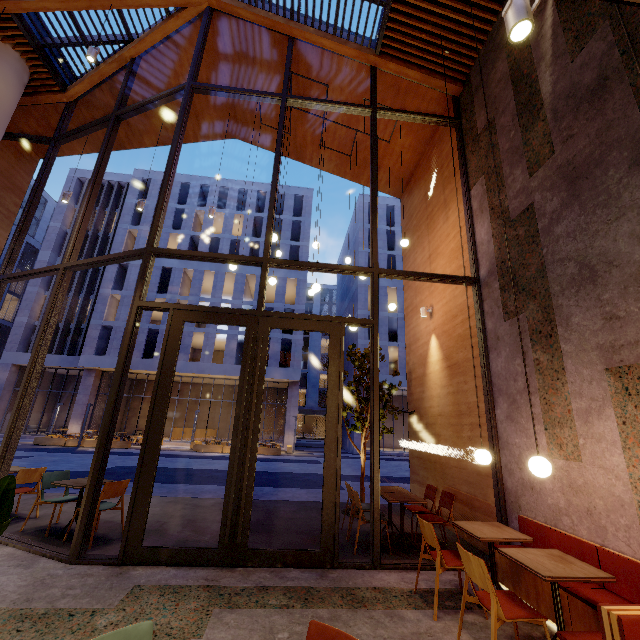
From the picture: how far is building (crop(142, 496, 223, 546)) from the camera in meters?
5.1 m

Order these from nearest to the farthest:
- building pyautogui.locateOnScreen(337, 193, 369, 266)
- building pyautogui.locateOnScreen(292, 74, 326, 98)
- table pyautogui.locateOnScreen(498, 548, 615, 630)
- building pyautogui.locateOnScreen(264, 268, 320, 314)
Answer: table pyautogui.locateOnScreen(498, 548, 615, 630), building pyautogui.locateOnScreen(292, 74, 326, 98), building pyautogui.locateOnScreen(264, 268, 320, 314), building pyautogui.locateOnScreen(337, 193, 369, 266)

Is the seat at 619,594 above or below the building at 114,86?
below

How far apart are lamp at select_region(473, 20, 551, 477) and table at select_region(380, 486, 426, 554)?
2.47m

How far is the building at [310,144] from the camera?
9.77m

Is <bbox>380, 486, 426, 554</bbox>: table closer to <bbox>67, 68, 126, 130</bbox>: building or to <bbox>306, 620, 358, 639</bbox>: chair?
<bbox>67, 68, 126, 130</bbox>: building

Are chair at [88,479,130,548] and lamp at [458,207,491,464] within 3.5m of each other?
no

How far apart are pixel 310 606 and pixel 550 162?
6.4m
